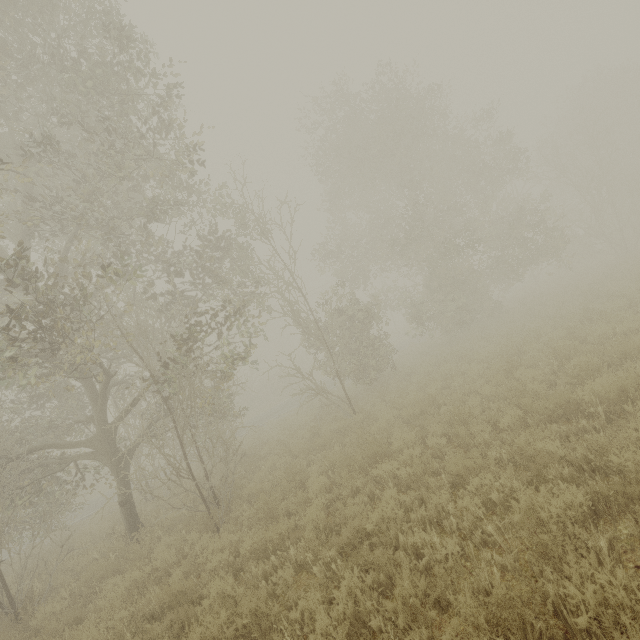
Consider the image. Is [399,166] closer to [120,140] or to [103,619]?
[120,140]
